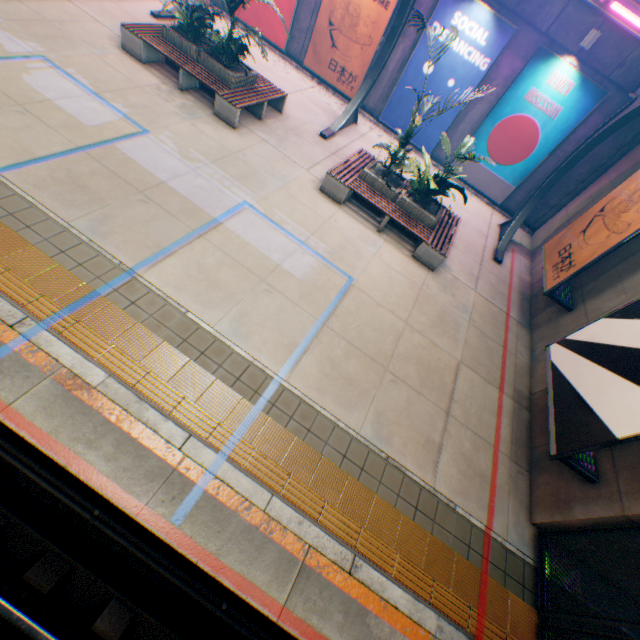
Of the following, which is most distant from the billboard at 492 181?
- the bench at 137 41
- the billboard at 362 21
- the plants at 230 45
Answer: the bench at 137 41

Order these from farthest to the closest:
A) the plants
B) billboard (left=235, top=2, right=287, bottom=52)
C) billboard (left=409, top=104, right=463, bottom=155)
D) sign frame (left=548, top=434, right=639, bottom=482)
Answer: billboard (left=235, top=2, right=287, bottom=52)
billboard (left=409, top=104, right=463, bottom=155)
the plants
sign frame (left=548, top=434, right=639, bottom=482)

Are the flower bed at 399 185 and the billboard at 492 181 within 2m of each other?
no

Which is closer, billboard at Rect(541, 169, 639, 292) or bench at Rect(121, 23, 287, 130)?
billboard at Rect(541, 169, 639, 292)

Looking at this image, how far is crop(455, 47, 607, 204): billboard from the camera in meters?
10.4

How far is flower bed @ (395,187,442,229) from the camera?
8.81m

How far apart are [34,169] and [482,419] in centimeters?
972cm

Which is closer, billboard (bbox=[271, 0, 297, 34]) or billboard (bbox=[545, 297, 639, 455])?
billboard (bbox=[545, 297, 639, 455])
